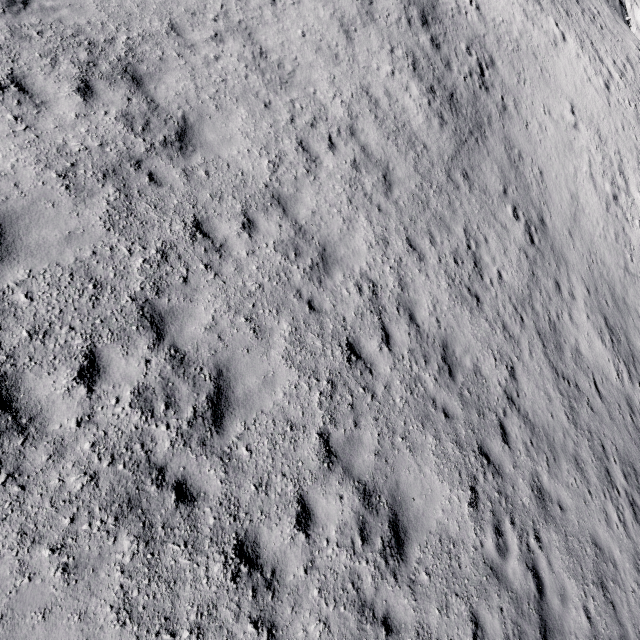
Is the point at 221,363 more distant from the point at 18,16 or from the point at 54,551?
the point at 18,16
